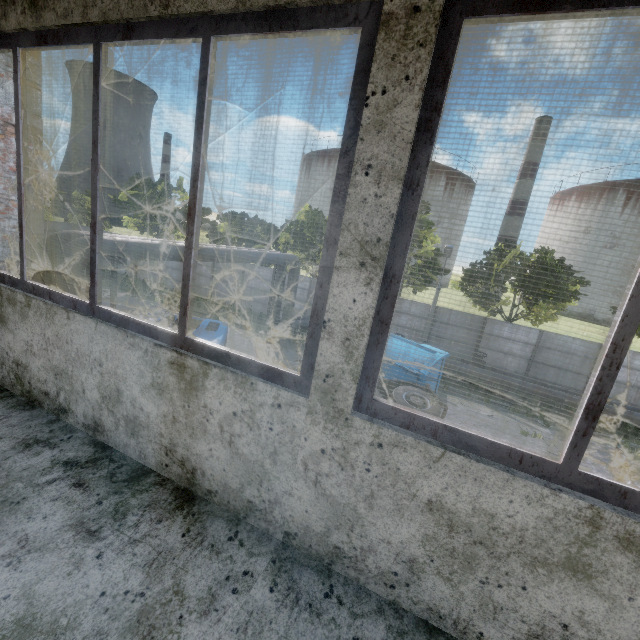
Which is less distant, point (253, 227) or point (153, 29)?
point (153, 29)

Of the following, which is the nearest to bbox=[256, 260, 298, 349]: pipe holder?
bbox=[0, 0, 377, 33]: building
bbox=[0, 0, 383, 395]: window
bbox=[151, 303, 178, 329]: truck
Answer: bbox=[151, 303, 178, 329]: truck

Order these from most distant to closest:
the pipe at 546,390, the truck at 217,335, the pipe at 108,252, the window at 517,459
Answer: the pipe at 546,390, the truck at 217,335, the pipe at 108,252, the window at 517,459

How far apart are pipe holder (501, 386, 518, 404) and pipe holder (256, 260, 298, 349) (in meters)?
11.99

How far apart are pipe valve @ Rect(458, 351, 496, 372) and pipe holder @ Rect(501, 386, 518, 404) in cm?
75

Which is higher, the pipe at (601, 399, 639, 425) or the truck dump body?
the truck dump body

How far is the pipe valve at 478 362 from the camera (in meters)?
17.58

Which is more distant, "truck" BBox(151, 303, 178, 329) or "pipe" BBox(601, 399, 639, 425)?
"pipe" BBox(601, 399, 639, 425)
